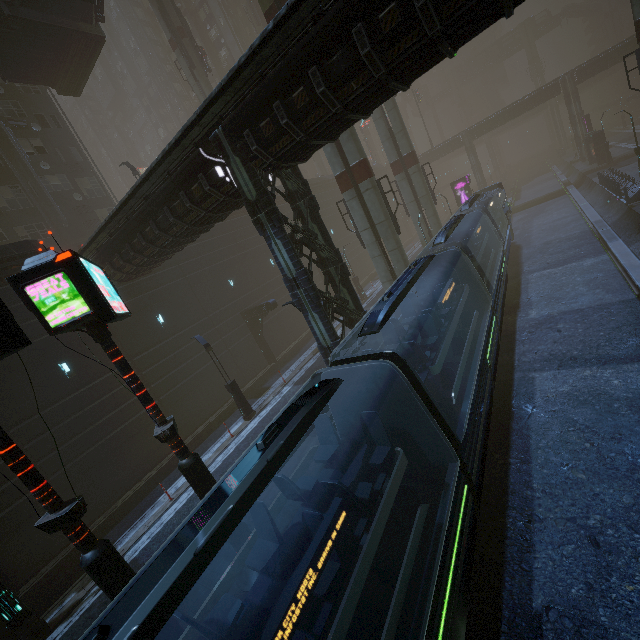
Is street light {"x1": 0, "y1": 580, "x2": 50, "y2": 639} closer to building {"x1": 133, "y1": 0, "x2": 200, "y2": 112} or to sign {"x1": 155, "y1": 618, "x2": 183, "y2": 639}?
building {"x1": 133, "y1": 0, "x2": 200, "y2": 112}

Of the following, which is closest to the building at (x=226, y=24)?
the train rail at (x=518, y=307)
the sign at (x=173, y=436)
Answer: the train rail at (x=518, y=307)

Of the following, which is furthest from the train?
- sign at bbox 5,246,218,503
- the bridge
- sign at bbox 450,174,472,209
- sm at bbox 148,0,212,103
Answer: the bridge

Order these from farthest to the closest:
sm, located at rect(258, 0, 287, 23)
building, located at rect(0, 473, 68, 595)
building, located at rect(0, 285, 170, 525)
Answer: sm, located at rect(258, 0, 287, 23), building, located at rect(0, 285, 170, 525), building, located at rect(0, 473, 68, 595)

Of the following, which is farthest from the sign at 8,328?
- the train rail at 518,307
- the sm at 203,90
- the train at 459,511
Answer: the sm at 203,90

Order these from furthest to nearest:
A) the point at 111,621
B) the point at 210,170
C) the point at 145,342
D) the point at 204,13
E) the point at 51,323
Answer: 1. the point at 204,13
2. the point at 145,342
3. the point at 210,170
4. the point at 51,323
5. the point at 111,621

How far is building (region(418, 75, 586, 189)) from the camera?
44.99m

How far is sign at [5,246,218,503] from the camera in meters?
6.0 m
